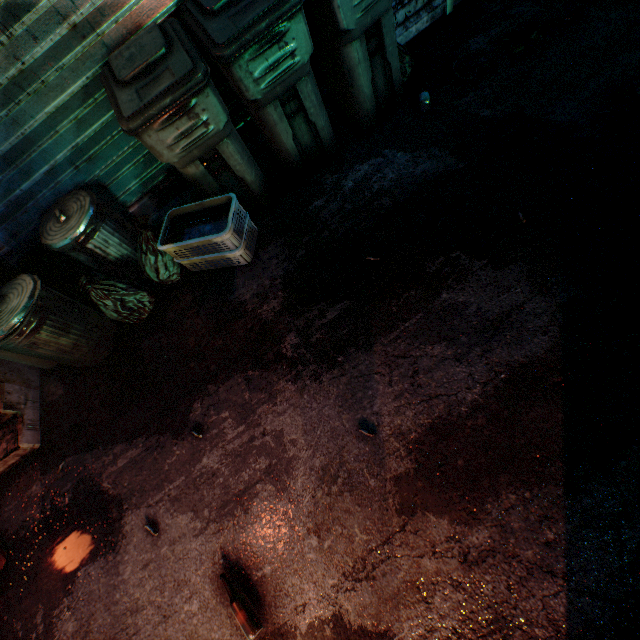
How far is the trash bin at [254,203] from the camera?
1.68m

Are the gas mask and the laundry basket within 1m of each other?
no

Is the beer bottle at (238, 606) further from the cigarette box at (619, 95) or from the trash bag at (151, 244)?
the cigarette box at (619, 95)

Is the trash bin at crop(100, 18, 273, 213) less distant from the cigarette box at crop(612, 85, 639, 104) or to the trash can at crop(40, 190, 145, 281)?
the trash can at crop(40, 190, 145, 281)

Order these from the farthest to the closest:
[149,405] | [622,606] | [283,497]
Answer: [149,405] → [283,497] → [622,606]

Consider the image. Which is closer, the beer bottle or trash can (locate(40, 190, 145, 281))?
the beer bottle

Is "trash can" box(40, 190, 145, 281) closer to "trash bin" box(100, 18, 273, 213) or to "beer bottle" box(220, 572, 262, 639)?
"trash bin" box(100, 18, 273, 213)

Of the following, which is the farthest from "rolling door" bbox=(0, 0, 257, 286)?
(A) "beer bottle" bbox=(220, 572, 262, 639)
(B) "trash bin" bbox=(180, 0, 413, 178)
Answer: (A) "beer bottle" bbox=(220, 572, 262, 639)
